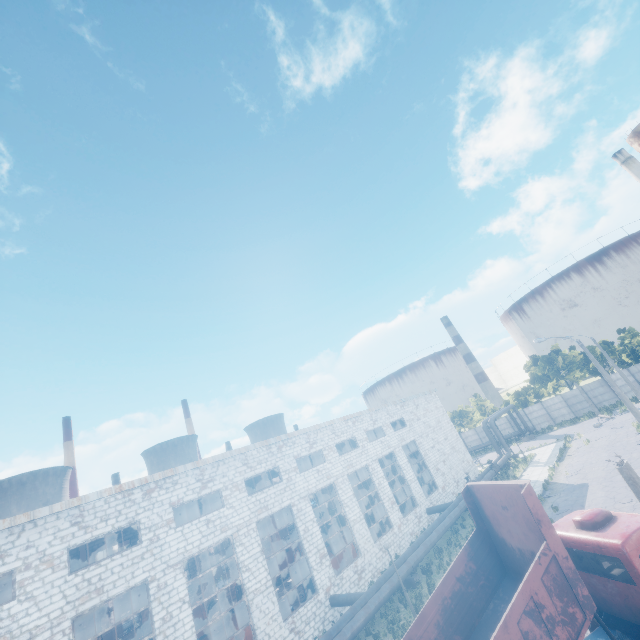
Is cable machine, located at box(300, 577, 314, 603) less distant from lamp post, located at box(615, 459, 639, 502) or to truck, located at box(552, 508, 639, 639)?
truck, located at box(552, 508, 639, 639)

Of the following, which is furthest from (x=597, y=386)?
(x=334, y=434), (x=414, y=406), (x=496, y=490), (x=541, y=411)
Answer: (x=496, y=490)

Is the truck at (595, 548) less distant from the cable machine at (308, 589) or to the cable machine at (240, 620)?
the cable machine at (240, 620)

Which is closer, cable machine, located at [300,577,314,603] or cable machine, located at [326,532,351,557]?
cable machine, located at [300,577,314,603]

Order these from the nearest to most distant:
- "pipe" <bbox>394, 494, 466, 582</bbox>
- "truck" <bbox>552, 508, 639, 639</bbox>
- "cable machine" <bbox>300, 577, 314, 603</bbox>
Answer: "truck" <bbox>552, 508, 639, 639</bbox> < "pipe" <bbox>394, 494, 466, 582</bbox> < "cable machine" <bbox>300, 577, 314, 603</bbox>

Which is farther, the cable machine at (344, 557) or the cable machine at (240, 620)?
the cable machine at (344, 557)

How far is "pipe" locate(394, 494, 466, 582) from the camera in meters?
19.7 m

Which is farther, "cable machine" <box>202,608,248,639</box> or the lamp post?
"cable machine" <box>202,608,248,639</box>
